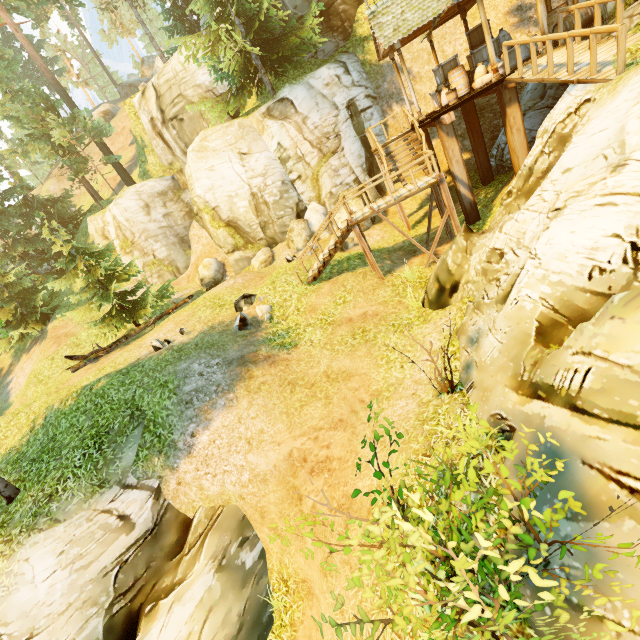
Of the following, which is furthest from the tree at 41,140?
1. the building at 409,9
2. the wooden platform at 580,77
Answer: the wooden platform at 580,77

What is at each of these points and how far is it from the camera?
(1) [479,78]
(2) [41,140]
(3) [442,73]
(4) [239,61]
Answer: (1) bag, 13.0 meters
(2) tree, 24.4 meters
(3) box, 13.6 meters
(4) tree, 15.7 meters

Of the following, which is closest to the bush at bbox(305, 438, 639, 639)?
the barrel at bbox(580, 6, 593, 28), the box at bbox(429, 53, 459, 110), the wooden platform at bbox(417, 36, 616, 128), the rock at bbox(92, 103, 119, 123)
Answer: the wooden platform at bbox(417, 36, 616, 128)

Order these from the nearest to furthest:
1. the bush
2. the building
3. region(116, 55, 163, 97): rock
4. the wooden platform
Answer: the bush
the wooden platform
the building
region(116, 55, 163, 97): rock

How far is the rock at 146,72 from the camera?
45.66m

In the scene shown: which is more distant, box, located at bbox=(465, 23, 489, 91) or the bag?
box, located at bbox=(465, 23, 489, 91)

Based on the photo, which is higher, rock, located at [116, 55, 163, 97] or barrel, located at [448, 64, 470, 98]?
rock, located at [116, 55, 163, 97]

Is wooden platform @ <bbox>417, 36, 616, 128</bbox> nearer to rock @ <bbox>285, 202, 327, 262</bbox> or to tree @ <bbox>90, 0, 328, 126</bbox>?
rock @ <bbox>285, 202, 327, 262</bbox>
